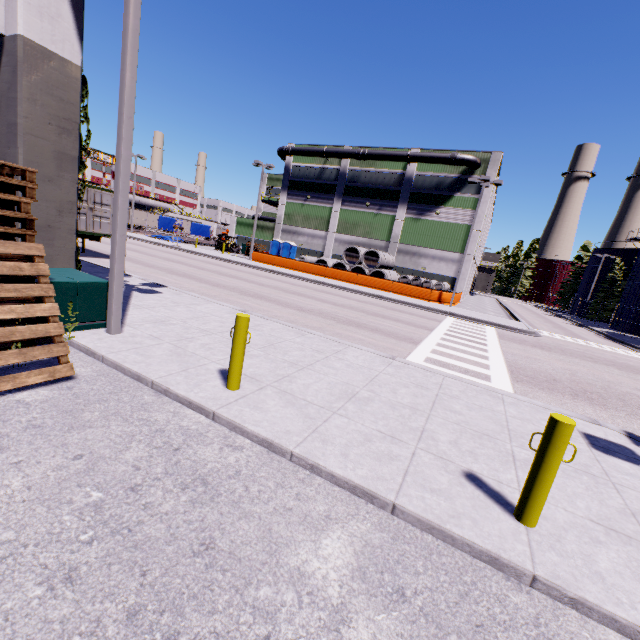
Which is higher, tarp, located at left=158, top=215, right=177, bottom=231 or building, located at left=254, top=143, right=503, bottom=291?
building, located at left=254, top=143, right=503, bottom=291

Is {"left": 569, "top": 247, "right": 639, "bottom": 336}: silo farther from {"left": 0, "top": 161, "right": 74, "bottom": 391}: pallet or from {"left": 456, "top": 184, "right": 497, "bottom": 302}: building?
{"left": 0, "top": 161, "right": 74, "bottom": 391}: pallet

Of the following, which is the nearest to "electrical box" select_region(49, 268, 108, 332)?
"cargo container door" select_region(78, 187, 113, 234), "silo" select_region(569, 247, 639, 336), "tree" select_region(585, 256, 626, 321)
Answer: "silo" select_region(569, 247, 639, 336)

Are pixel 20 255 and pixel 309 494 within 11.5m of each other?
yes

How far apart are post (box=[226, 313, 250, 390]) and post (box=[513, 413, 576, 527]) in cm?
367

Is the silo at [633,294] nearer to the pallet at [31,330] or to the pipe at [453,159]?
the pipe at [453,159]

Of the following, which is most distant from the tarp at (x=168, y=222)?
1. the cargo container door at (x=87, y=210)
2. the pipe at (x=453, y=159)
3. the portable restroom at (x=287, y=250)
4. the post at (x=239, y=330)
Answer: the post at (x=239, y=330)

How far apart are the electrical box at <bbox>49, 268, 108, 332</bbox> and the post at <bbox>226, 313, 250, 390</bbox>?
3.3 meters
